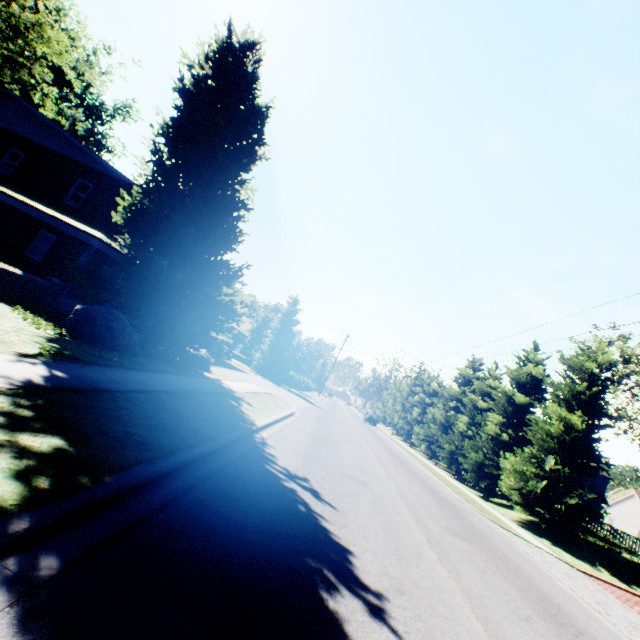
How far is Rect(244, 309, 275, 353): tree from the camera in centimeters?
4253cm

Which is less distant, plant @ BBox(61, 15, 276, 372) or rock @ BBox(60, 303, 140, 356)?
rock @ BBox(60, 303, 140, 356)

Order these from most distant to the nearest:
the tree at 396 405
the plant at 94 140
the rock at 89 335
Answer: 1. the tree at 396 405
2. the plant at 94 140
3. the rock at 89 335

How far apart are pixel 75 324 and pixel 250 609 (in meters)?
9.38

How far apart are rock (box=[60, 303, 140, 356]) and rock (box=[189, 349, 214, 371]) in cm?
435

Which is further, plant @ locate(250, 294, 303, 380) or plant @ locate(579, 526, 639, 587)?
plant @ locate(250, 294, 303, 380)

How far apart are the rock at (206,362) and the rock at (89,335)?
4.4m
